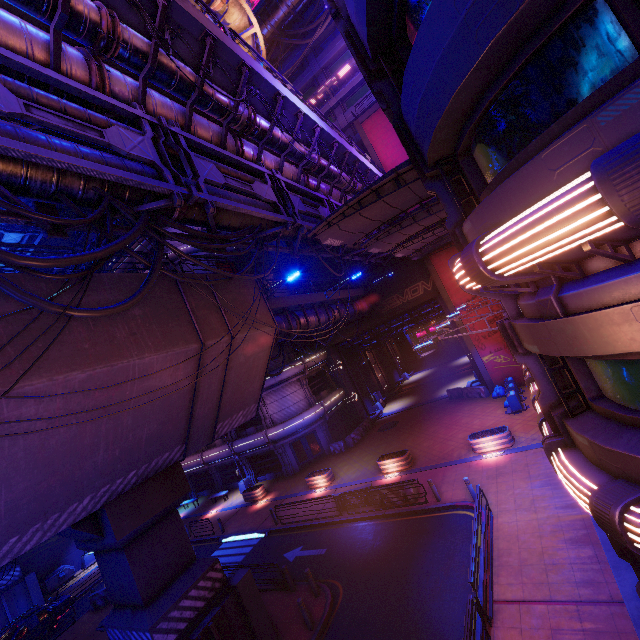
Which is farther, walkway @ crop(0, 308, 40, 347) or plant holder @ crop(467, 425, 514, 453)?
plant holder @ crop(467, 425, 514, 453)

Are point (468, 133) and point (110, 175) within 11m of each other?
yes

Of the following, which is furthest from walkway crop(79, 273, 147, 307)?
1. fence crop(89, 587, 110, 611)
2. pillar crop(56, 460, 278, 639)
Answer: Result: fence crop(89, 587, 110, 611)

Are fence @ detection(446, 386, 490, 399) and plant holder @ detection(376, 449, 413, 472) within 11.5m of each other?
yes

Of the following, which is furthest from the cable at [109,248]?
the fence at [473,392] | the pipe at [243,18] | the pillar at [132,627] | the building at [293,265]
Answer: the fence at [473,392]

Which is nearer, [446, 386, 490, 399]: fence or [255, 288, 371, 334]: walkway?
[255, 288, 371, 334]: walkway

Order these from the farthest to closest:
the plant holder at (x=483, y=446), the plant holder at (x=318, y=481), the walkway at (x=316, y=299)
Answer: the plant holder at (x=318, y=481), the plant holder at (x=483, y=446), the walkway at (x=316, y=299)

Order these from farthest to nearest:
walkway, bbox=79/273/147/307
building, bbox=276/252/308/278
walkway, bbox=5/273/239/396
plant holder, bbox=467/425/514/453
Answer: building, bbox=276/252/308/278 < plant holder, bbox=467/425/514/453 < walkway, bbox=79/273/147/307 < walkway, bbox=5/273/239/396
